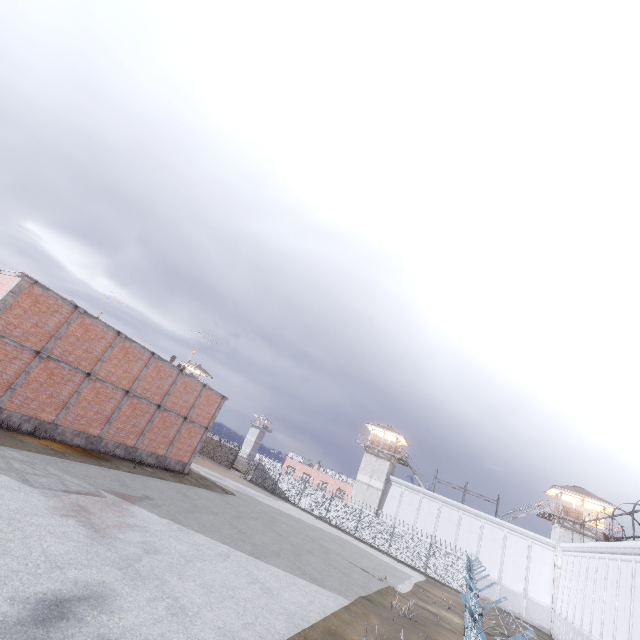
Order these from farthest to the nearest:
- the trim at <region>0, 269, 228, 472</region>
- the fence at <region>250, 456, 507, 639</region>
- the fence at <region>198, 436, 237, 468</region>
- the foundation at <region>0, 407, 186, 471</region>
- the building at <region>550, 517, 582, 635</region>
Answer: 1. the fence at <region>198, 436, 237, 468</region>
2. the building at <region>550, 517, 582, 635</region>
3. the foundation at <region>0, 407, 186, 471</region>
4. the trim at <region>0, 269, 228, 472</region>
5. the fence at <region>250, 456, 507, 639</region>

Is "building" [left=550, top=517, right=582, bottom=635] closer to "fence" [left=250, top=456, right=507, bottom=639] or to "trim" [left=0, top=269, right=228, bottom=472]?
"fence" [left=250, top=456, right=507, bottom=639]

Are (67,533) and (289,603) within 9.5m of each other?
yes

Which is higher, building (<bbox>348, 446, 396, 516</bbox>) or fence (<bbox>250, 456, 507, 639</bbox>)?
building (<bbox>348, 446, 396, 516</bbox>)

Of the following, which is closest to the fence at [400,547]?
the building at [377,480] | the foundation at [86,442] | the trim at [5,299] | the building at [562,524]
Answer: the building at [377,480]

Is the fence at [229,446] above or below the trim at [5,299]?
below

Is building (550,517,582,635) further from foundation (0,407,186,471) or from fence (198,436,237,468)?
foundation (0,407,186,471)

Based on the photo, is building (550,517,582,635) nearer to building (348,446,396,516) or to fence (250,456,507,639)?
fence (250,456,507,639)
